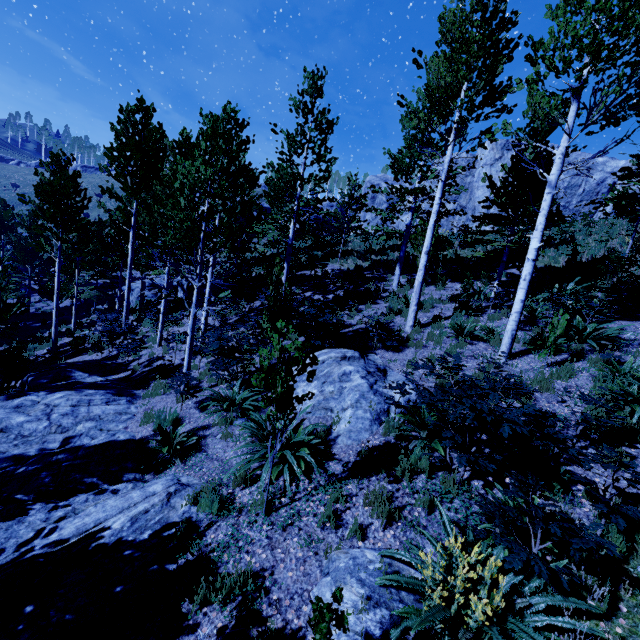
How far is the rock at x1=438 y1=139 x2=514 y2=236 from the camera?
Result: 23.7m

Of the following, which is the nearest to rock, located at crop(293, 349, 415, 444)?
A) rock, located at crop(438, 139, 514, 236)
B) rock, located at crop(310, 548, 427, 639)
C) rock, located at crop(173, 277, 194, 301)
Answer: rock, located at crop(310, 548, 427, 639)

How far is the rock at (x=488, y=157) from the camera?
23.7 meters

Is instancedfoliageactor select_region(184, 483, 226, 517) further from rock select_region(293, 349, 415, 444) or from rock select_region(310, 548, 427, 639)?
rock select_region(293, 349, 415, 444)

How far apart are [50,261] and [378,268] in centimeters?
2056cm

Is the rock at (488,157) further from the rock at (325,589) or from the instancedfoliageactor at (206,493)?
the rock at (325,589)

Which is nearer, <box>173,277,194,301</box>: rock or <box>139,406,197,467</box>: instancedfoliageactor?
<box>139,406,197,467</box>: instancedfoliageactor

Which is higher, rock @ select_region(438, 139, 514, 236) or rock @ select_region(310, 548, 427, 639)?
rock @ select_region(438, 139, 514, 236)
